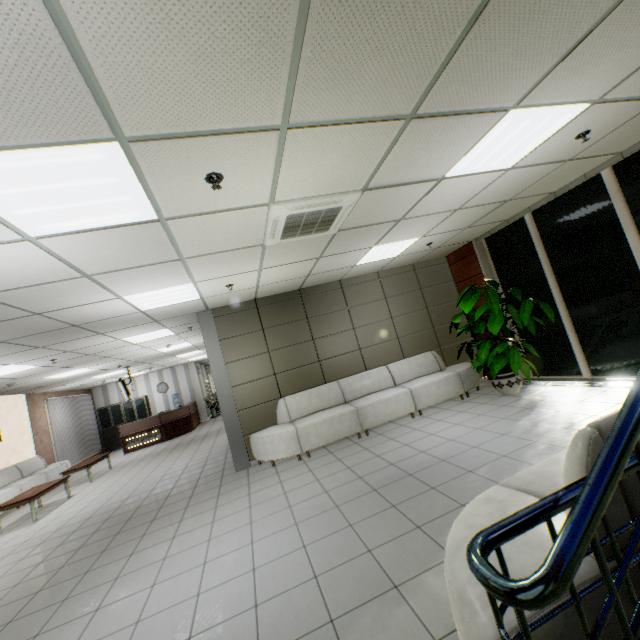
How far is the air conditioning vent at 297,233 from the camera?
3.24m

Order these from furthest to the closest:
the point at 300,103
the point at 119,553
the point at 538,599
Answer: the point at 119,553 < the point at 300,103 < the point at 538,599

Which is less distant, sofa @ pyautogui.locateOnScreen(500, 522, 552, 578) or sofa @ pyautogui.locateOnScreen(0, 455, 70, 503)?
sofa @ pyautogui.locateOnScreen(500, 522, 552, 578)

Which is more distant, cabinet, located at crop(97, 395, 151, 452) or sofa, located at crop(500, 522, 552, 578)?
cabinet, located at crop(97, 395, 151, 452)

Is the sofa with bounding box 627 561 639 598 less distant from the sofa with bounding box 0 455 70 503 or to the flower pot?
the flower pot

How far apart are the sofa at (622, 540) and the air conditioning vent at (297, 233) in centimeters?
275cm

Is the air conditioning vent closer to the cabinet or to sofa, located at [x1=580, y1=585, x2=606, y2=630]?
sofa, located at [x1=580, y1=585, x2=606, y2=630]

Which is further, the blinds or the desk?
the desk
